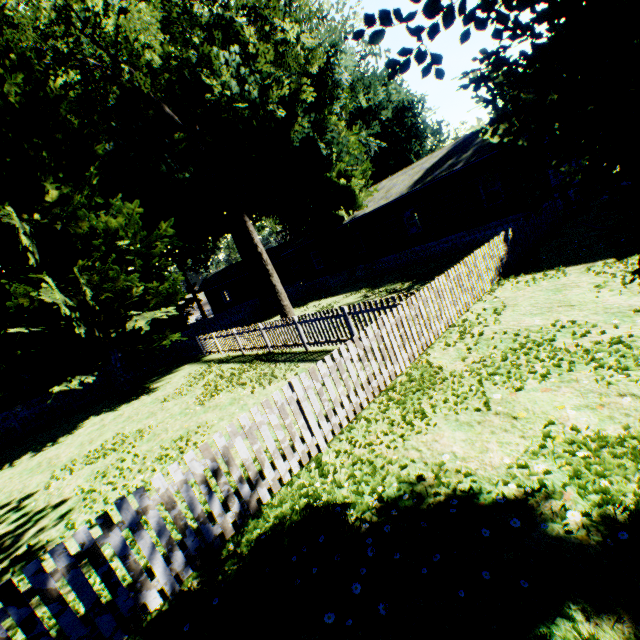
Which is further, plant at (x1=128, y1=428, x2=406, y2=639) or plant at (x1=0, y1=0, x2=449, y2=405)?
plant at (x1=0, y1=0, x2=449, y2=405)

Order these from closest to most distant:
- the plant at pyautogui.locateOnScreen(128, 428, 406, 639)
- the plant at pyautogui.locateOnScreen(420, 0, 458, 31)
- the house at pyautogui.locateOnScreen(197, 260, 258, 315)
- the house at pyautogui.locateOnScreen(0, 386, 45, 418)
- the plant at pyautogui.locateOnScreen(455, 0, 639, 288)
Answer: the plant at pyautogui.locateOnScreen(455, 0, 639, 288)
the plant at pyautogui.locateOnScreen(420, 0, 458, 31)
the plant at pyautogui.locateOnScreen(128, 428, 406, 639)
the house at pyautogui.locateOnScreen(0, 386, 45, 418)
the house at pyautogui.locateOnScreen(197, 260, 258, 315)

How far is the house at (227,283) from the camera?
41.8 meters

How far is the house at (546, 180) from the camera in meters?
15.6

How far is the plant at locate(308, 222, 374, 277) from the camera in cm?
2395

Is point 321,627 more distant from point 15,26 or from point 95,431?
point 15,26

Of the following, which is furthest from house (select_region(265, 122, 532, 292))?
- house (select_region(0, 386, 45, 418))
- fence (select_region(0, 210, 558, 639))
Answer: house (select_region(0, 386, 45, 418))

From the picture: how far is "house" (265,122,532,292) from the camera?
17.2m
